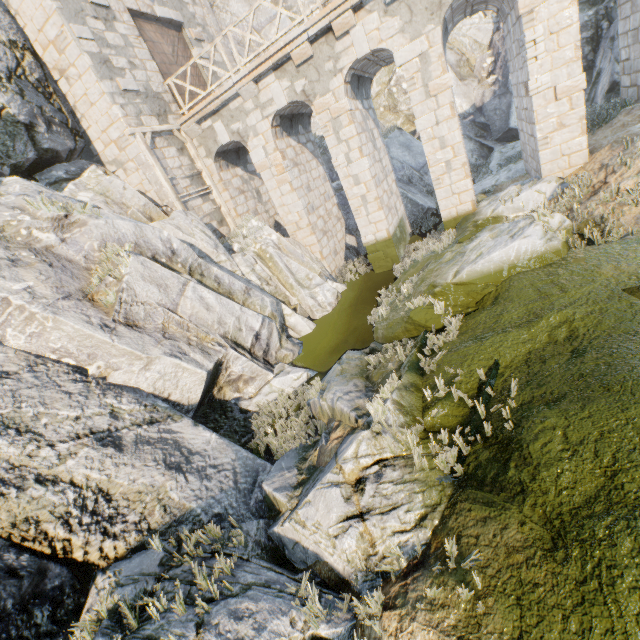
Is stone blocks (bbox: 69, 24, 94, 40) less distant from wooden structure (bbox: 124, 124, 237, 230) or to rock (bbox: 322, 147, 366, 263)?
rock (bbox: 322, 147, 366, 263)

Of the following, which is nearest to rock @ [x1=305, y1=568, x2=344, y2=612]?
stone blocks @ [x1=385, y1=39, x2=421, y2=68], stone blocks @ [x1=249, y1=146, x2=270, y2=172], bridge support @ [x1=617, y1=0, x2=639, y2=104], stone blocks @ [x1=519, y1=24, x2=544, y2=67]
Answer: bridge support @ [x1=617, y1=0, x2=639, y2=104]

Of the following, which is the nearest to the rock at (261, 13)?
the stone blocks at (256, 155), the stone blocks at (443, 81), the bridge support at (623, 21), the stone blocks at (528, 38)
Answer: the bridge support at (623, 21)

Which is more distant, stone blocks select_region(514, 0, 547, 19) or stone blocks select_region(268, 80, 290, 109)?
stone blocks select_region(268, 80, 290, 109)

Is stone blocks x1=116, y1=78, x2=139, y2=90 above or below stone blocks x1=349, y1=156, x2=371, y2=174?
above

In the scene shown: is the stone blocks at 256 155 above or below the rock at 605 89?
above

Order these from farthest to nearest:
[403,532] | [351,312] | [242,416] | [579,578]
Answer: [351,312] → [242,416] → [403,532] → [579,578]

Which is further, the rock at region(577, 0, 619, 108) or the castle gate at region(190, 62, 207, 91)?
A: the castle gate at region(190, 62, 207, 91)
